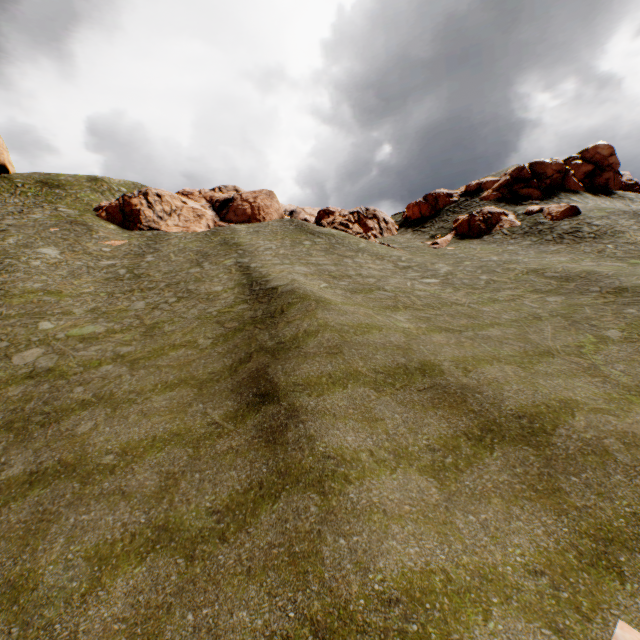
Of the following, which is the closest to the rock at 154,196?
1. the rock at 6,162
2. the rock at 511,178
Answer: the rock at 511,178

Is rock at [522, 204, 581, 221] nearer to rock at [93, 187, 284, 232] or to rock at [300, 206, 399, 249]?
rock at [300, 206, 399, 249]

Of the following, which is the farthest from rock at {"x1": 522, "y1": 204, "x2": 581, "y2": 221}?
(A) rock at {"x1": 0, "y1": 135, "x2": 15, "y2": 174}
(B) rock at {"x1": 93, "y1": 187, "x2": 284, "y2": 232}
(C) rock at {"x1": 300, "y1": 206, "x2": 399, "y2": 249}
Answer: (A) rock at {"x1": 0, "y1": 135, "x2": 15, "y2": 174}

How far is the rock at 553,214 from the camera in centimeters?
3269cm

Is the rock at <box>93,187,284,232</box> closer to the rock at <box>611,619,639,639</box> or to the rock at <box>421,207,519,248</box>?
the rock at <box>421,207,519,248</box>

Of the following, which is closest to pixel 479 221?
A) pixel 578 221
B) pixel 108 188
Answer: pixel 578 221

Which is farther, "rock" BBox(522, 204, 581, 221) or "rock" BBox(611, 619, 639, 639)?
"rock" BBox(522, 204, 581, 221)
